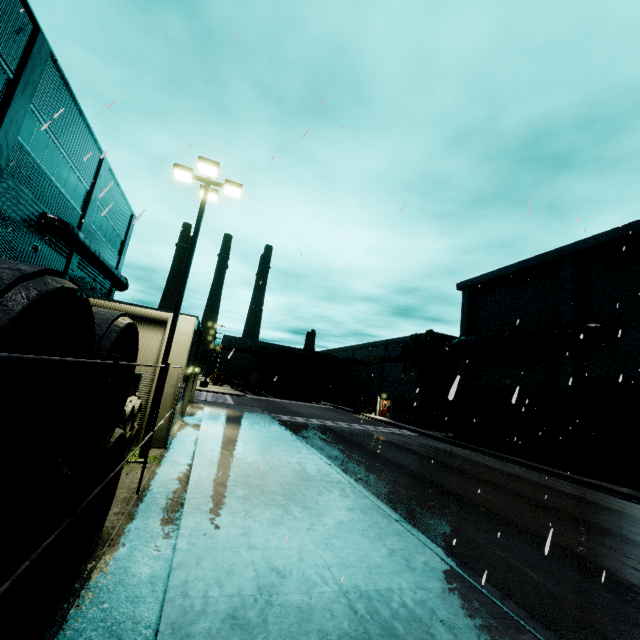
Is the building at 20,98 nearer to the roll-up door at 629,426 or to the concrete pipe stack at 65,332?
the roll-up door at 629,426

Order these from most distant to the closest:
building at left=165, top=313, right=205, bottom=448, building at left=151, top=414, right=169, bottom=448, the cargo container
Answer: the cargo container → building at left=165, top=313, right=205, bottom=448 → building at left=151, top=414, right=169, bottom=448

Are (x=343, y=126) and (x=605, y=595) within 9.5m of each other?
no

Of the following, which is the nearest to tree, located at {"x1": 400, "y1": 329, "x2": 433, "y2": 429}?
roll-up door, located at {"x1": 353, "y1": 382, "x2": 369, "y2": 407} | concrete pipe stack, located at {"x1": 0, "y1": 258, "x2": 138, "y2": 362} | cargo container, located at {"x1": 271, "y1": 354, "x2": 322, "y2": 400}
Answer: roll-up door, located at {"x1": 353, "y1": 382, "x2": 369, "y2": 407}

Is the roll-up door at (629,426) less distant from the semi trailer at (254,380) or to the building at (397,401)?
the building at (397,401)

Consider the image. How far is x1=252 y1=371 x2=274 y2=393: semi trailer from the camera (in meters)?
54.12

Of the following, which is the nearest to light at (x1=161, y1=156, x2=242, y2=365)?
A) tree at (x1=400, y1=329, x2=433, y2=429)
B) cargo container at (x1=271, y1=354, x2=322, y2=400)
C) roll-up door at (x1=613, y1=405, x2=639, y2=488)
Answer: roll-up door at (x1=613, y1=405, x2=639, y2=488)

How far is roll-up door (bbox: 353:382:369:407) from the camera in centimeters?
4983cm
